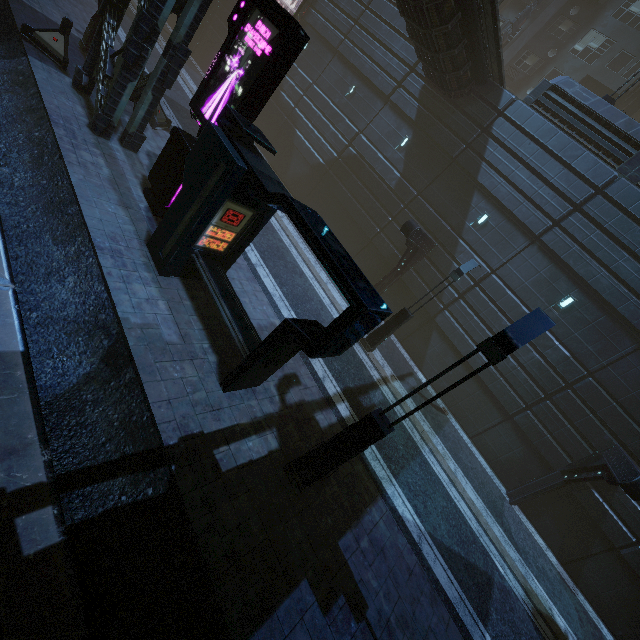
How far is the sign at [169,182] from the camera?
8.7 meters

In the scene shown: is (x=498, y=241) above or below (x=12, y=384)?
above

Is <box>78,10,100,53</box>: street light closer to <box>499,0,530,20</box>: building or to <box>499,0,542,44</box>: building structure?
<box>499,0,530,20</box>: building

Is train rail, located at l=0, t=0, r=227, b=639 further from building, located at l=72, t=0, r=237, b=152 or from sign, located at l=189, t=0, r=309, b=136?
sign, located at l=189, t=0, r=309, b=136

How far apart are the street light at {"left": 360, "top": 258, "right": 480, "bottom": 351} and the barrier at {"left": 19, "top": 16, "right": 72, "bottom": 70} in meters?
14.7

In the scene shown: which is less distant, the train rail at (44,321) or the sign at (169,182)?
the train rail at (44,321)

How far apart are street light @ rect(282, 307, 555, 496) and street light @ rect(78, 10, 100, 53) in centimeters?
1802cm

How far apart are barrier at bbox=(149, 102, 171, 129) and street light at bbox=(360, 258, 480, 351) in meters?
12.4 m
